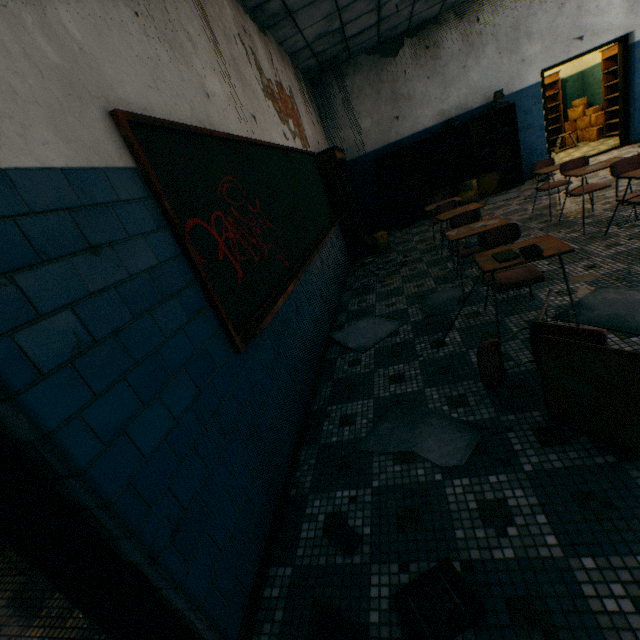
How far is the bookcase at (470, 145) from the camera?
7.52m

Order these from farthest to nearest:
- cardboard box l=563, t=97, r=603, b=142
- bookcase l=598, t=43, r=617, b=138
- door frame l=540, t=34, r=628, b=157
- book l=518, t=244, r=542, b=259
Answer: cardboard box l=563, t=97, r=603, b=142 → bookcase l=598, t=43, r=617, b=138 → door frame l=540, t=34, r=628, b=157 → book l=518, t=244, r=542, b=259

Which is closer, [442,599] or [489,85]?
[442,599]

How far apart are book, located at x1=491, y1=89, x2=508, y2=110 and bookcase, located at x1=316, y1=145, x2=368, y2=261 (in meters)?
3.44

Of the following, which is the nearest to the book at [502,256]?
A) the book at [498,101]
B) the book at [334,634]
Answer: the book at [334,634]

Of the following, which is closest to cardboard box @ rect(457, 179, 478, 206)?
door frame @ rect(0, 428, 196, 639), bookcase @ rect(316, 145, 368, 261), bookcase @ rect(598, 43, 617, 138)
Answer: bookcase @ rect(316, 145, 368, 261)

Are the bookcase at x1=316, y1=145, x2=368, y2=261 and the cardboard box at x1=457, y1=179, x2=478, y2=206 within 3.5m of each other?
yes

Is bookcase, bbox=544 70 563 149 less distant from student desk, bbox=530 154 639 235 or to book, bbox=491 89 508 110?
book, bbox=491 89 508 110
